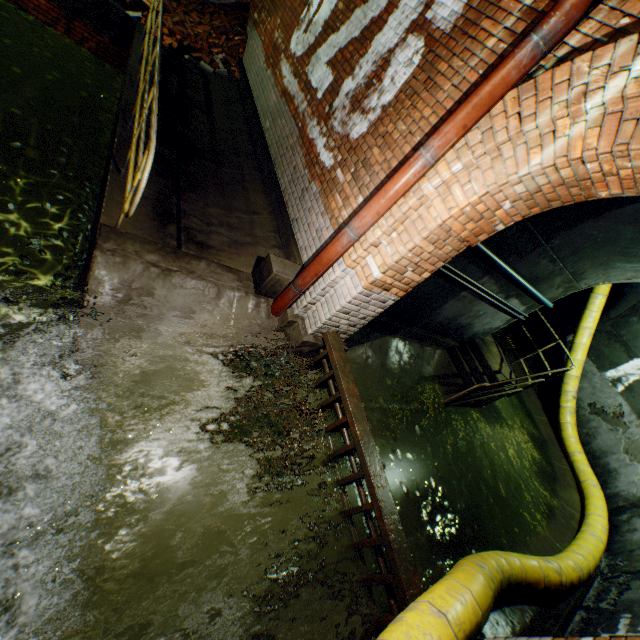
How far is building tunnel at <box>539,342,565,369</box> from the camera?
10.4m

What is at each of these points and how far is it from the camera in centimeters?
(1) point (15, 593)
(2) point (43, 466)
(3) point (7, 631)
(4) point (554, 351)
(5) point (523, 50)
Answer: (1) leaves, 253cm
(2) leaves, 305cm
(3) leaves, 241cm
(4) building tunnel, 1057cm
(5) pipe, 238cm

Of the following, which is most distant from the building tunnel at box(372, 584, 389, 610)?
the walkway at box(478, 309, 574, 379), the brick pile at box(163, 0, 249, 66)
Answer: the brick pile at box(163, 0, 249, 66)

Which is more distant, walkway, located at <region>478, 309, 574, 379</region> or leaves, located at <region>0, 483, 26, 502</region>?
walkway, located at <region>478, 309, 574, 379</region>

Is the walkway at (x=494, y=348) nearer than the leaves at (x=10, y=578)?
No

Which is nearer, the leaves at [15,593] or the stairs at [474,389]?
the leaves at [15,593]

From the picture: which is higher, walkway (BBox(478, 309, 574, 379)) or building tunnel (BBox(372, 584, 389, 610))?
walkway (BBox(478, 309, 574, 379))

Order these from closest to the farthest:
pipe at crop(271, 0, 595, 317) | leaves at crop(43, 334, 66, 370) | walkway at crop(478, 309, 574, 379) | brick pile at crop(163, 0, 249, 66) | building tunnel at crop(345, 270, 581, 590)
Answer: pipe at crop(271, 0, 595, 317)
leaves at crop(43, 334, 66, 370)
building tunnel at crop(345, 270, 581, 590)
walkway at crop(478, 309, 574, 379)
brick pile at crop(163, 0, 249, 66)
